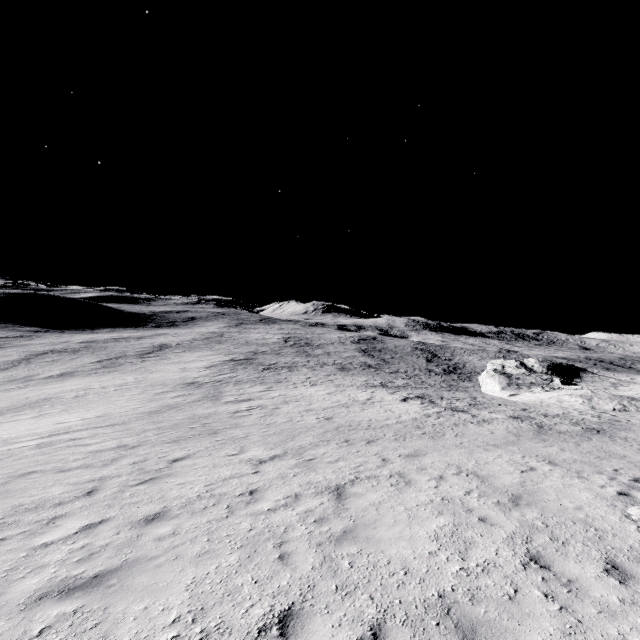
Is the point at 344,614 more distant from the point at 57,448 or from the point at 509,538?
the point at 57,448
